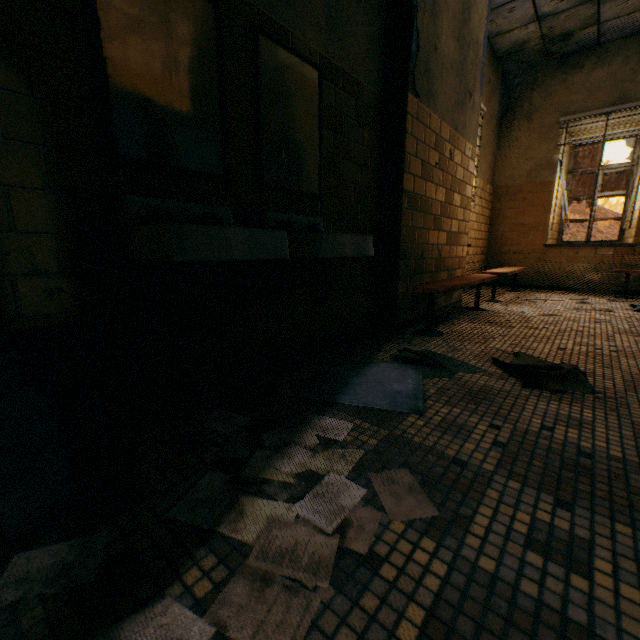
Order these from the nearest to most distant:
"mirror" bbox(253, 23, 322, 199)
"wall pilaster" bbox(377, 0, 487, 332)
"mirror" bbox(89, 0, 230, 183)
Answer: "mirror" bbox(89, 0, 230, 183) < "mirror" bbox(253, 23, 322, 199) < "wall pilaster" bbox(377, 0, 487, 332)

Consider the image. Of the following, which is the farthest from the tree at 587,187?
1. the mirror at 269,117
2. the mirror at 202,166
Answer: the mirror at 202,166

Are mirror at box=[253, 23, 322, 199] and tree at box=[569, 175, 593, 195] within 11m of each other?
no

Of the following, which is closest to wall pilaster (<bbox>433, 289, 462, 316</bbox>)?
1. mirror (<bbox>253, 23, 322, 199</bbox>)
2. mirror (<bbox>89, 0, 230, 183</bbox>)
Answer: mirror (<bbox>253, 23, 322, 199</bbox>)

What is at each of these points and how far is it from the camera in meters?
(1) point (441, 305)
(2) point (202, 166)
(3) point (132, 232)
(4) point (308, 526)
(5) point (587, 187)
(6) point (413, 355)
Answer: (1) wall pilaster, 3.9
(2) mirror, 1.5
(3) sink, 1.3
(4) paper, 0.9
(5) tree, 37.2
(6) towel, 2.2

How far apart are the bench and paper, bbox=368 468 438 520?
1.7 meters

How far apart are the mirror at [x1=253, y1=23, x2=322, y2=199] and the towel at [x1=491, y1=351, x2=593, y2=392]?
1.25m

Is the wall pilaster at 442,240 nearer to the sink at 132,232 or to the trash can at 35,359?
the sink at 132,232
